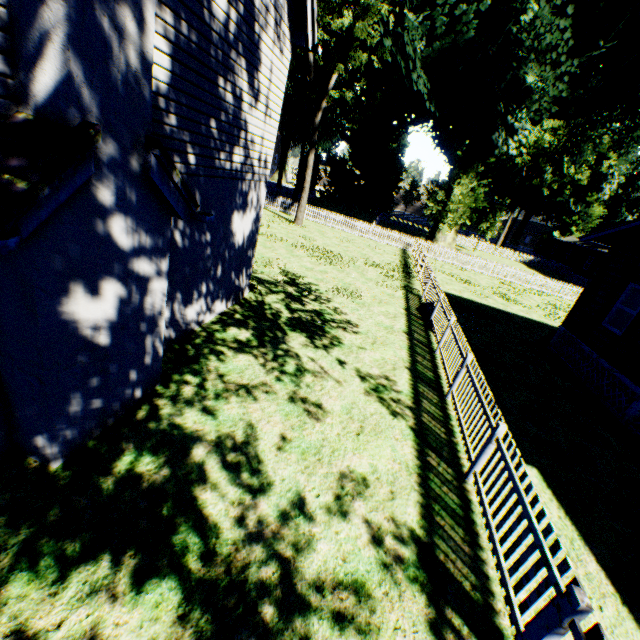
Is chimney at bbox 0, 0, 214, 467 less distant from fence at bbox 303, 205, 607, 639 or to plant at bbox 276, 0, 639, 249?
fence at bbox 303, 205, 607, 639

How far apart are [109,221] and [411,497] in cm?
567

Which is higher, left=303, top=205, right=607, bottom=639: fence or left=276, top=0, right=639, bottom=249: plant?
left=276, top=0, right=639, bottom=249: plant

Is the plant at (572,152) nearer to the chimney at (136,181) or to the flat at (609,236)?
the flat at (609,236)

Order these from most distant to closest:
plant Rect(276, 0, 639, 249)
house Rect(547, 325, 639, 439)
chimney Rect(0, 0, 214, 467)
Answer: plant Rect(276, 0, 639, 249)
house Rect(547, 325, 639, 439)
chimney Rect(0, 0, 214, 467)

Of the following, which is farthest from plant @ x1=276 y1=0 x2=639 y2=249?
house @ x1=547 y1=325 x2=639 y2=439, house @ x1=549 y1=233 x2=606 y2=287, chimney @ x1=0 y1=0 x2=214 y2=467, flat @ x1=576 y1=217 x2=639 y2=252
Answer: chimney @ x1=0 y1=0 x2=214 y2=467

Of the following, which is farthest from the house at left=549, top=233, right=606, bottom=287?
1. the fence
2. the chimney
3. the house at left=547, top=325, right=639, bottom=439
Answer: the chimney

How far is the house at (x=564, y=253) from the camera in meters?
38.0
